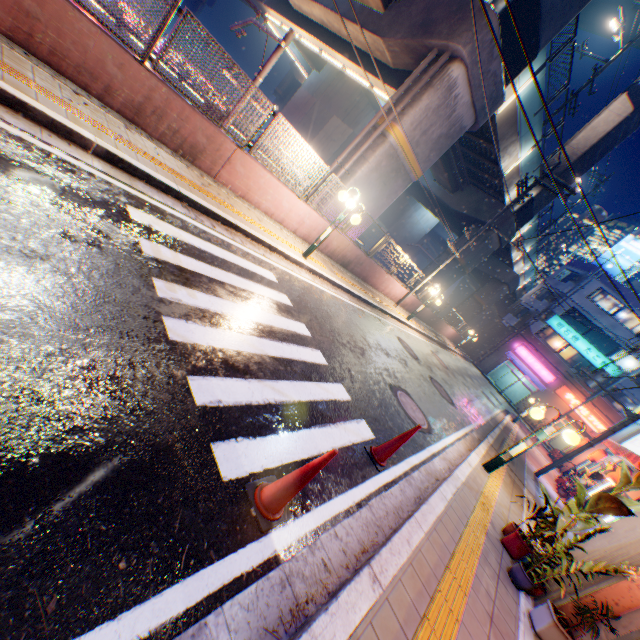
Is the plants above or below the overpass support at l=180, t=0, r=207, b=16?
below

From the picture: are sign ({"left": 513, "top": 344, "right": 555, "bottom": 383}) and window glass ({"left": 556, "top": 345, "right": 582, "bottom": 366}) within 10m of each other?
yes

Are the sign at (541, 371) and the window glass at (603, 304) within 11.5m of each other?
yes

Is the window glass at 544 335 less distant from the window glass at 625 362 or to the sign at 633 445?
the window glass at 625 362

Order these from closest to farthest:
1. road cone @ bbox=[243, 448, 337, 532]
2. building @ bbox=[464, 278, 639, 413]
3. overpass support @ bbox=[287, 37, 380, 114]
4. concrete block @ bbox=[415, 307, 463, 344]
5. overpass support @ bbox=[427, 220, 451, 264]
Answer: road cone @ bbox=[243, 448, 337, 532], overpass support @ bbox=[287, 37, 380, 114], concrete block @ bbox=[415, 307, 463, 344], overpass support @ bbox=[427, 220, 451, 264], building @ bbox=[464, 278, 639, 413]

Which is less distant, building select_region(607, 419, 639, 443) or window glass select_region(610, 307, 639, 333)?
building select_region(607, 419, 639, 443)

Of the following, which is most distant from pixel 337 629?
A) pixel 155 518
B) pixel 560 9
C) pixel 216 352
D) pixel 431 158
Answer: pixel 560 9

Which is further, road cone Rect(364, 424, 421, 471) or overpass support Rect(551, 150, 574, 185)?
overpass support Rect(551, 150, 574, 185)
